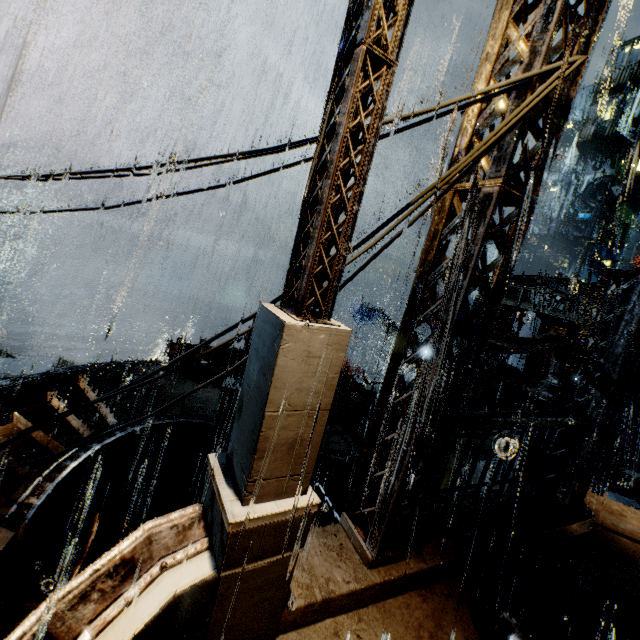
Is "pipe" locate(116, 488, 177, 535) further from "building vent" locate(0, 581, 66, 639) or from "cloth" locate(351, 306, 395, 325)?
"cloth" locate(351, 306, 395, 325)

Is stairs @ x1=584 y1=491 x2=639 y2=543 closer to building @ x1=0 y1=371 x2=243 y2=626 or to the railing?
building @ x1=0 y1=371 x2=243 y2=626

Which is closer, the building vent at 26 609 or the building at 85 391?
the building vent at 26 609

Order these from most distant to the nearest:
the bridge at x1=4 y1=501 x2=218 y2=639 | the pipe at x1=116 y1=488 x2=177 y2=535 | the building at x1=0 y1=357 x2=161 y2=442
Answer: the pipe at x1=116 y1=488 x2=177 y2=535 < the building at x1=0 y1=357 x2=161 y2=442 < the bridge at x1=4 y1=501 x2=218 y2=639

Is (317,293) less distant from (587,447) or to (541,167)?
(541,167)

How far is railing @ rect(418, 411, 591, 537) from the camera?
4.8 meters

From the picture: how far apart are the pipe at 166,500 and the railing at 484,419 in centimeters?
1585cm

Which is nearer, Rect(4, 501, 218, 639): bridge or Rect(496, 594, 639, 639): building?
Rect(4, 501, 218, 639): bridge
